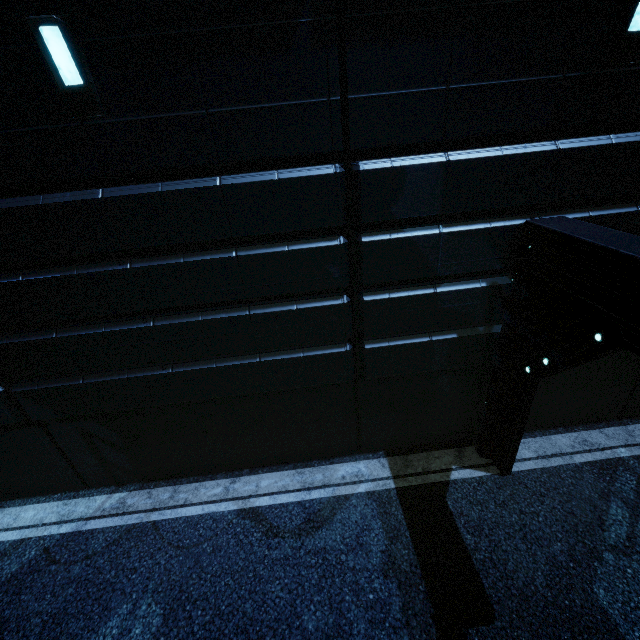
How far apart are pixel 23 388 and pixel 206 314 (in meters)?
3.45
